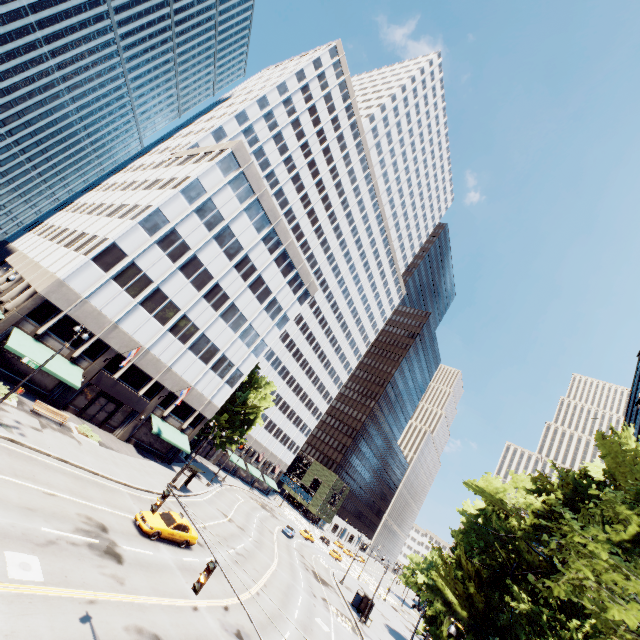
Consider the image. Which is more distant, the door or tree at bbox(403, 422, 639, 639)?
the door

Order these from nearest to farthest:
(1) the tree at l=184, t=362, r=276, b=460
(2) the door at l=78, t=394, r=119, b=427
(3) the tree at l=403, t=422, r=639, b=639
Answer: (3) the tree at l=403, t=422, r=639, b=639, (2) the door at l=78, t=394, r=119, b=427, (1) the tree at l=184, t=362, r=276, b=460

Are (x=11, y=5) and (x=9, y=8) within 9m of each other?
yes

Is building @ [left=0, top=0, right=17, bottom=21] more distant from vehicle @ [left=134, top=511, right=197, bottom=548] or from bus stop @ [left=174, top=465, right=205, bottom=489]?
vehicle @ [left=134, top=511, right=197, bottom=548]

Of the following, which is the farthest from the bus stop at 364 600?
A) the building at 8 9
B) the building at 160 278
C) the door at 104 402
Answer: the building at 8 9

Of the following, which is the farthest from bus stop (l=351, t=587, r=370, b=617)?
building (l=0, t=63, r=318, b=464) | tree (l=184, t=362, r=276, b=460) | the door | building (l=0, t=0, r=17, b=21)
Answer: building (l=0, t=0, r=17, b=21)

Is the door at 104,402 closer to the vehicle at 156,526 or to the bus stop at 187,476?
the bus stop at 187,476

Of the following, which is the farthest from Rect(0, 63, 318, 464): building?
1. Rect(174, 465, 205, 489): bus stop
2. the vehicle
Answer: the vehicle
